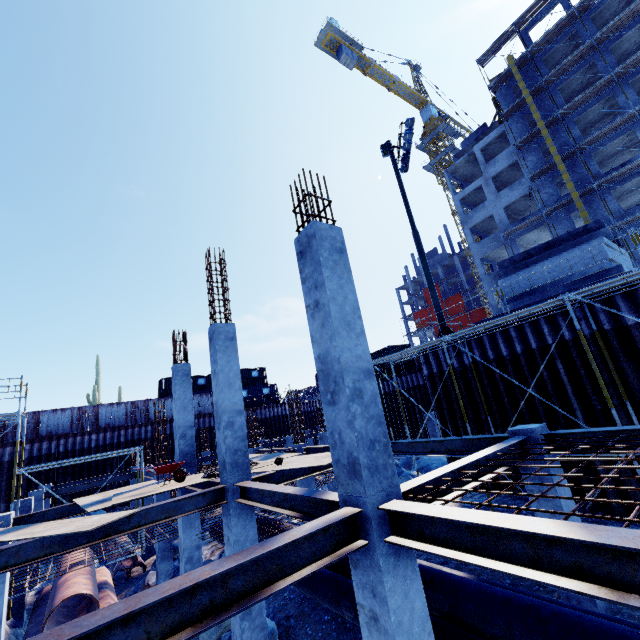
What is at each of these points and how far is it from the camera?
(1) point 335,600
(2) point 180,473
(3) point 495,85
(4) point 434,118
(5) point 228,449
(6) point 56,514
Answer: (1) pipe, 7.48m
(2) wheelbarrow, 9.18m
(3) scaffolding, 34.72m
(4) tower crane, 55.59m
(5) concrete column, 7.98m
(6) steel beam, 9.62m

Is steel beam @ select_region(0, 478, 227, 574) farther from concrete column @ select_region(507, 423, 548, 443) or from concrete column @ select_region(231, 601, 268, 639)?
concrete column @ select_region(507, 423, 548, 443)

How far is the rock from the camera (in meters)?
16.27

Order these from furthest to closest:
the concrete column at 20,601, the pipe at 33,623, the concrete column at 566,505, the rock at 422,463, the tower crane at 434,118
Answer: the tower crane at 434,118, the rock at 422,463, the concrete column at 20,601, the pipe at 33,623, the concrete column at 566,505

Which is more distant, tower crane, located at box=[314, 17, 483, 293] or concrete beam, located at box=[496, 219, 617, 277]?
tower crane, located at box=[314, 17, 483, 293]

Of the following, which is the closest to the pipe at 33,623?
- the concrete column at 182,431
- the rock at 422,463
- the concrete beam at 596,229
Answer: the concrete column at 182,431

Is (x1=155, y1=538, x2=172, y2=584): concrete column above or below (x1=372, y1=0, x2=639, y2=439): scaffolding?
below

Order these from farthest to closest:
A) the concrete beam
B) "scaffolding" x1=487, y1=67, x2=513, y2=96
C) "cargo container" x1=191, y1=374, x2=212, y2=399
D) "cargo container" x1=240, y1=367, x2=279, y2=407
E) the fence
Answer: "cargo container" x1=240, y1=367, x2=279, y2=407 < "cargo container" x1=191, y1=374, x2=212, y2=399 < "scaffolding" x1=487, y1=67, x2=513, y2=96 < the fence < the concrete beam
